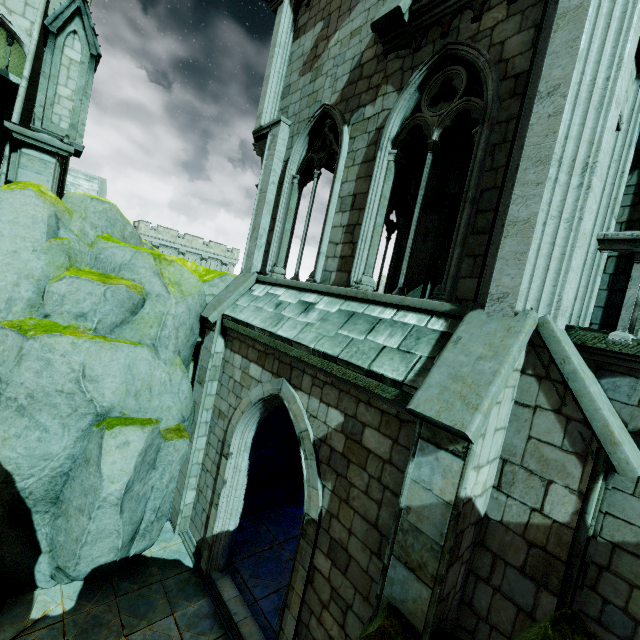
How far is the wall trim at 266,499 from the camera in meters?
10.1

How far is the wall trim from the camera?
10.10m

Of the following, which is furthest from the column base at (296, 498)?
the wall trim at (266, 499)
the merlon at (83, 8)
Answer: the merlon at (83, 8)

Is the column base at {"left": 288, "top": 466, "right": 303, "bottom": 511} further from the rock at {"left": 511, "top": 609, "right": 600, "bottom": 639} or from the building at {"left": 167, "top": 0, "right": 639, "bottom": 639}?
the rock at {"left": 511, "top": 609, "right": 600, "bottom": 639}

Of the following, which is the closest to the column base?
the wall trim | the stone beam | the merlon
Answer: the wall trim

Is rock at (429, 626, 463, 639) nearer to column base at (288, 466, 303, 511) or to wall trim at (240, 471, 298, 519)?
wall trim at (240, 471, 298, 519)

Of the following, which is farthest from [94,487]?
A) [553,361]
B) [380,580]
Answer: [553,361]

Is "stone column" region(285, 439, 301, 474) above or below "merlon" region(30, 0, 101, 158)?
below
